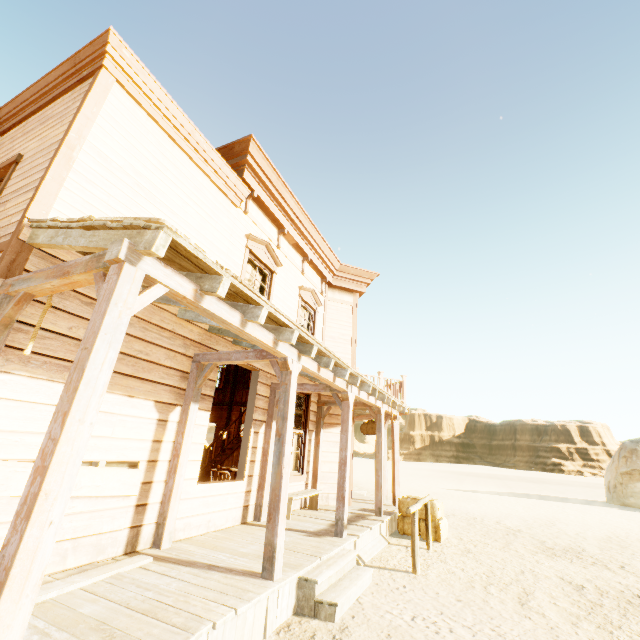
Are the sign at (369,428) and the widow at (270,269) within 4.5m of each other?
no

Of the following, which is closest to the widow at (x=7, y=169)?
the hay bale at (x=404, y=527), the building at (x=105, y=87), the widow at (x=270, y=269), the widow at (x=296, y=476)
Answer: the building at (x=105, y=87)

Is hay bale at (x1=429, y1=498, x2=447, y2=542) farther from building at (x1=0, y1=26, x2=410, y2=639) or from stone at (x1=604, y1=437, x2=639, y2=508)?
stone at (x1=604, y1=437, x2=639, y2=508)

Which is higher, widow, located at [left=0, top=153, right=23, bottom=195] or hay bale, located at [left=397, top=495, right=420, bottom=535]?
widow, located at [left=0, top=153, right=23, bottom=195]

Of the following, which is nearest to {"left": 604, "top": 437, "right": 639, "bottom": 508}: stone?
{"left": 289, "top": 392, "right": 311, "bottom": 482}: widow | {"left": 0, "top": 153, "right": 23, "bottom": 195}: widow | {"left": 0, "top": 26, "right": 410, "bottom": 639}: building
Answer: {"left": 0, "top": 26, "right": 410, "bottom": 639}: building

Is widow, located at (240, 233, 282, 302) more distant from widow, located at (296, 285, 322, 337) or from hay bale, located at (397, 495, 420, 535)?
hay bale, located at (397, 495, 420, 535)

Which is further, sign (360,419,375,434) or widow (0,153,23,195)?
sign (360,419,375,434)

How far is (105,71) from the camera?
4.5m
